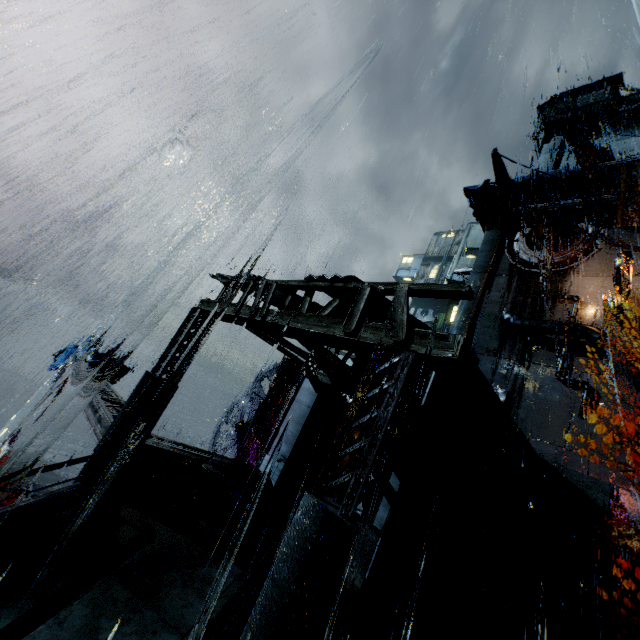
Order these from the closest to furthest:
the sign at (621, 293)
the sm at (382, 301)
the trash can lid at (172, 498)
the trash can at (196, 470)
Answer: the sm at (382, 301), the trash can lid at (172, 498), the trash can at (196, 470), the sign at (621, 293)

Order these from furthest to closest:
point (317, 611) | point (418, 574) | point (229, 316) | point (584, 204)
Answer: point (584, 204)
point (418, 574)
point (229, 316)
point (317, 611)

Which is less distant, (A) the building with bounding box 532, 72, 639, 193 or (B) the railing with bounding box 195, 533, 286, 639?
(B) the railing with bounding box 195, 533, 286, 639

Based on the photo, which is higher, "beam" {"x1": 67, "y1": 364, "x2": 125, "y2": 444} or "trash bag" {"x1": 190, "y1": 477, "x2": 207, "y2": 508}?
"beam" {"x1": 67, "y1": 364, "x2": 125, "y2": 444}

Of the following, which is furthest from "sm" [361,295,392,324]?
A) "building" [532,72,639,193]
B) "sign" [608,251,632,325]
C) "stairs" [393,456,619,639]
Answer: "sign" [608,251,632,325]

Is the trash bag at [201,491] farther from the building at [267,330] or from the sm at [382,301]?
the sm at [382,301]

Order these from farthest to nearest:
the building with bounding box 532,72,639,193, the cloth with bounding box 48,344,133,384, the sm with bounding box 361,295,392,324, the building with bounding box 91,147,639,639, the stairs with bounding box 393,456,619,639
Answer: the building with bounding box 532,72,639,193 < the cloth with bounding box 48,344,133,384 < the stairs with bounding box 393,456,619,639 < the sm with bounding box 361,295,392,324 < the building with bounding box 91,147,639,639

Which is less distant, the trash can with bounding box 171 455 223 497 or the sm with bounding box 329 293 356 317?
the sm with bounding box 329 293 356 317
